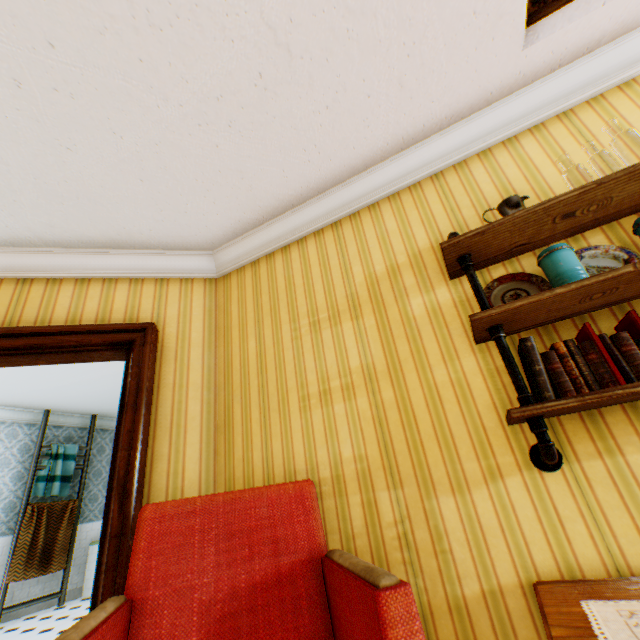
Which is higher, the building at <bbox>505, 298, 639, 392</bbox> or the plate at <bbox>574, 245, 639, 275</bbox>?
the plate at <bbox>574, 245, 639, 275</bbox>

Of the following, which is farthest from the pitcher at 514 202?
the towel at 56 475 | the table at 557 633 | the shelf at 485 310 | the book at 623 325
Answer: the towel at 56 475

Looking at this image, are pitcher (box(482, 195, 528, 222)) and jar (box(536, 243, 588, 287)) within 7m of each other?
yes

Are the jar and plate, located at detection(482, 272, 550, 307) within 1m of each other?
yes

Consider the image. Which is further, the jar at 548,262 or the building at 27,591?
the building at 27,591

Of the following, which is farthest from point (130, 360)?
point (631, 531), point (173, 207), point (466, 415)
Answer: point (631, 531)

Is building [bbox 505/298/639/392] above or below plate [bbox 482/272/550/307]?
below

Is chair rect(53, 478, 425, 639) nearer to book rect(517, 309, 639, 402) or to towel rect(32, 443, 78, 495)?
book rect(517, 309, 639, 402)
